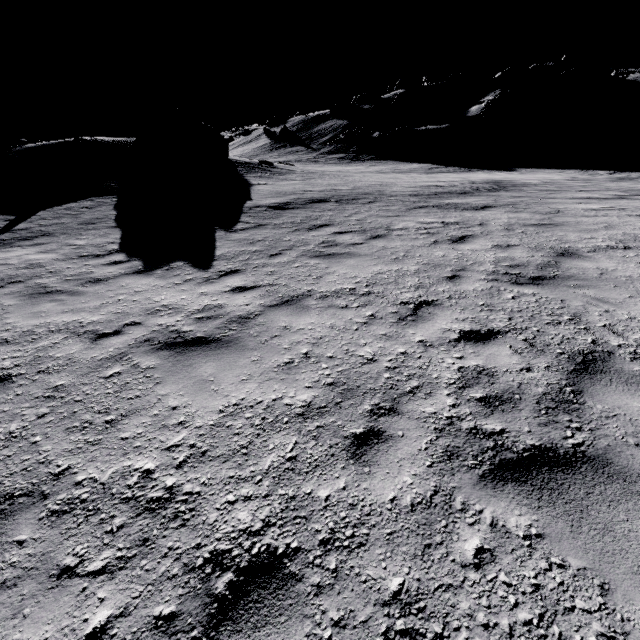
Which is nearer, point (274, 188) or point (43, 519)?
point (43, 519)

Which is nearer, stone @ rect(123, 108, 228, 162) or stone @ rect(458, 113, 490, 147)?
stone @ rect(123, 108, 228, 162)

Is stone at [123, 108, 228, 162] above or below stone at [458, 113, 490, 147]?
above

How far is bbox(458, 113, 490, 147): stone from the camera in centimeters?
4650cm

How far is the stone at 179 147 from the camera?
20.7m

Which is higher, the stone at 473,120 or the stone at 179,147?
the stone at 179,147

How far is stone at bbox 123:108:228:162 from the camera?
20.73m
